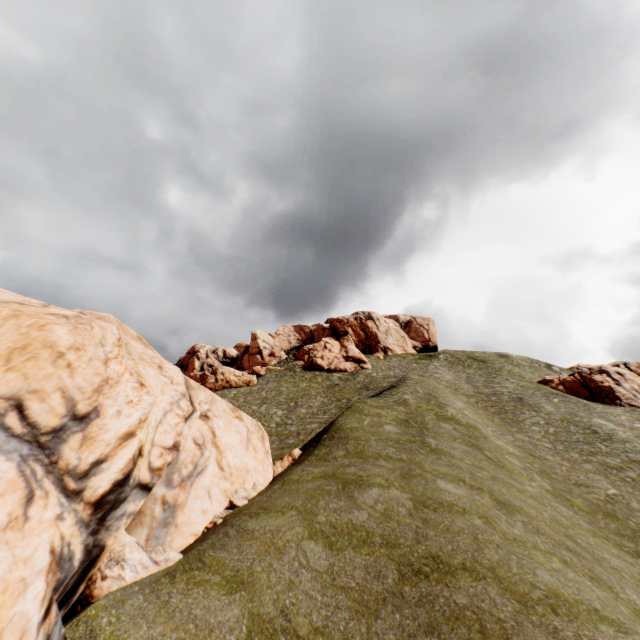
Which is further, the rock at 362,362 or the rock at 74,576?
the rock at 362,362

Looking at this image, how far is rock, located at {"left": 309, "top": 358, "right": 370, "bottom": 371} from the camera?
58.16m

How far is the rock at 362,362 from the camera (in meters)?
58.16

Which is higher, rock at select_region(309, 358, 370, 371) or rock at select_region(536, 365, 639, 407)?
rock at select_region(309, 358, 370, 371)

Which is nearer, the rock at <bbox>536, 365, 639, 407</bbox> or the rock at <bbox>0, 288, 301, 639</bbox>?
the rock at <bbox>0, 288, 301, 639</bbox>

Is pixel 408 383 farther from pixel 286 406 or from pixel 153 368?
pixel 153 368

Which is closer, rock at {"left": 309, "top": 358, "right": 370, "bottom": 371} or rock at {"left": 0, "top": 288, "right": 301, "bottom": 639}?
rock at {"left": 0, "top": 288, "right": 301, "bottom": 639}
